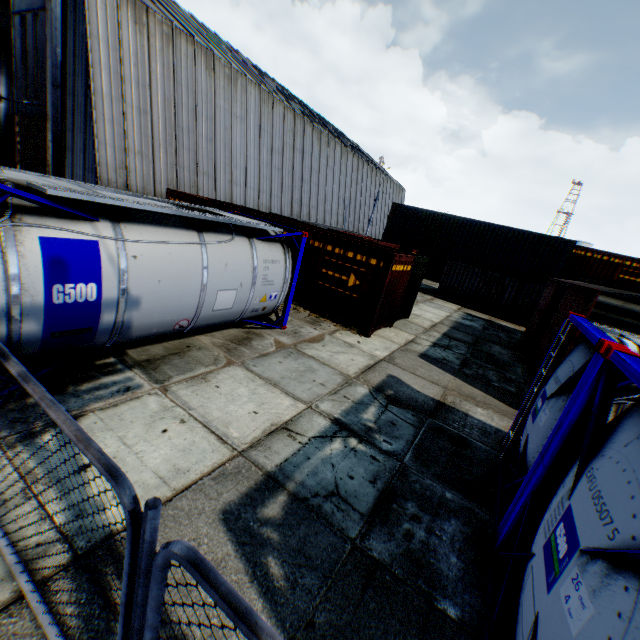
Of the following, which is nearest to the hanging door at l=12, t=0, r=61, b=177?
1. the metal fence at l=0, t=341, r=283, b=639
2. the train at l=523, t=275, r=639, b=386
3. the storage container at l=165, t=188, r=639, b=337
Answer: the metal fence at l=0, t=341, r=283, b=639

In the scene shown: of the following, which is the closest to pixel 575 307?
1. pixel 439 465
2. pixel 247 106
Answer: pixel 439 465

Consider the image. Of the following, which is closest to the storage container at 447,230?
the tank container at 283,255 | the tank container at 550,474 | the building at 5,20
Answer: the building at 5,20

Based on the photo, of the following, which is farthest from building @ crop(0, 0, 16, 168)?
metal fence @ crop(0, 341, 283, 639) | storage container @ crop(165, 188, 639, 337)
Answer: storage container @ crop(165, 188, 639, 337)

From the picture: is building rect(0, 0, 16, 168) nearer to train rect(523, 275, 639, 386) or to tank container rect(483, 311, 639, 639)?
tank container rect(483, 311, 639, 639)

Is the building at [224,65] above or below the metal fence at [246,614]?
above

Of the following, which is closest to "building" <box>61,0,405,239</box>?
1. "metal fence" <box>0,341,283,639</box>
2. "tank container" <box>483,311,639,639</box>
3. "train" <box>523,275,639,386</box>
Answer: "metal fence" <box>0,341,283,639</box>

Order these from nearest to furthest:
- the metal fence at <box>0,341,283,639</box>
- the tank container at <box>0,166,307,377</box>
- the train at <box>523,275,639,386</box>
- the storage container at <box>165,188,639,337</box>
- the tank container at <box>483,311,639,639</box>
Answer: the metal fence at <box>0,341,283,639</box>
the tank container at <box>483,311,639,639</box>
the tank container at <box>0,166,307,377</box>
the train at <box>523,275,639,386</box>
the storage container at <box>165,188,639,337</box>
